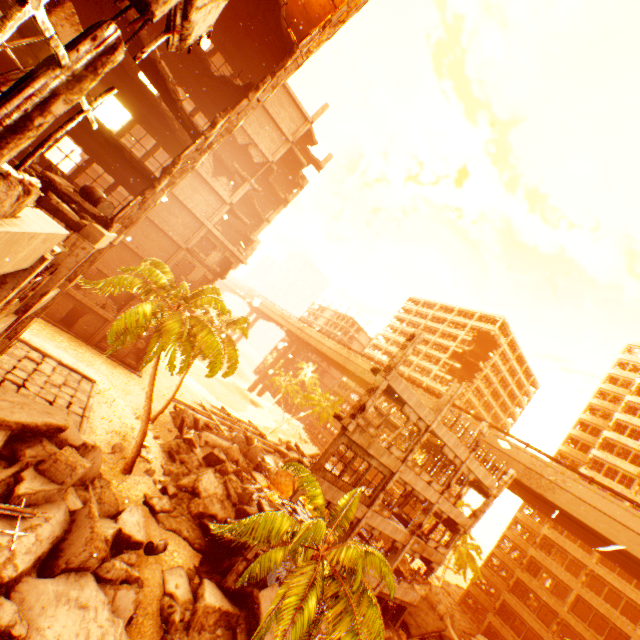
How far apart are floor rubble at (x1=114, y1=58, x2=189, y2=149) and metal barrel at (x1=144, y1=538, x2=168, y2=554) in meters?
18.8 m

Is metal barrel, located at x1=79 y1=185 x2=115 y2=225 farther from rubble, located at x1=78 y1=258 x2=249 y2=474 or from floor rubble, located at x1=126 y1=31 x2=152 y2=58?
rubble, located at x1=78 y1=258 x2=249 y2=474

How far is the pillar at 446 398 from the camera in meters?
17.1

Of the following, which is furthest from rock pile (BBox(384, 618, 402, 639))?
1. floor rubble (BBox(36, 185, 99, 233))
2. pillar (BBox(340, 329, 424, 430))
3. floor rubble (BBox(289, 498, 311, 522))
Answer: pillar (BBox(340, 329, 424, 430))

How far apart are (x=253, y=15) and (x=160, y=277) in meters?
13.4

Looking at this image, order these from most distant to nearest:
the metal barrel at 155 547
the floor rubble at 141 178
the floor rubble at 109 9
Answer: the metal barrel at 155 547
the floor rubble at 141 178
the floor rubble at 109 9

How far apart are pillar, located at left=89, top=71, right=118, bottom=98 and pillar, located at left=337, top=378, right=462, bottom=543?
23.6m

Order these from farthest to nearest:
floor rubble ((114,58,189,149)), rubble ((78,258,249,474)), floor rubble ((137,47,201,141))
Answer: rubble ((78,258,249,474)), floor rubble ((114,58,189,149)), floor rubble ((137,47,201,141))
